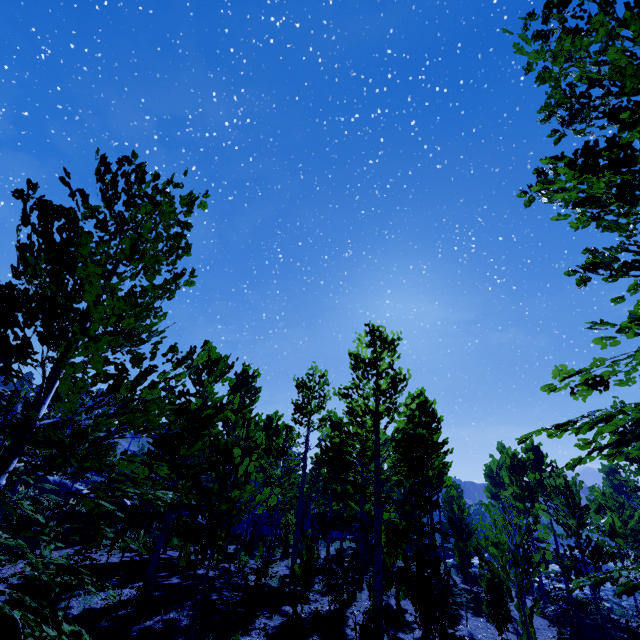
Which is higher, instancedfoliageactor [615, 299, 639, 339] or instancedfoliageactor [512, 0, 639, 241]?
instancedfoliageactor [512, 0, 639, 241]

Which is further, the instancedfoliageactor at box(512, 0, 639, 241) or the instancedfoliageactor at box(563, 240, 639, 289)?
the instancedfoliageactor at box(563, 240, 639, 289)

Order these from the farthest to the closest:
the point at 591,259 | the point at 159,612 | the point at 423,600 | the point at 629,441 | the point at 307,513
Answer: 1. the point at 307,513
2. the point at 159,612
3. the point at 423,600
4. the point at 591,259
5. the point at 629,441

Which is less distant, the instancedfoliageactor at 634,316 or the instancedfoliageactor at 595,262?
the instancedfoliageactor at 634,316
